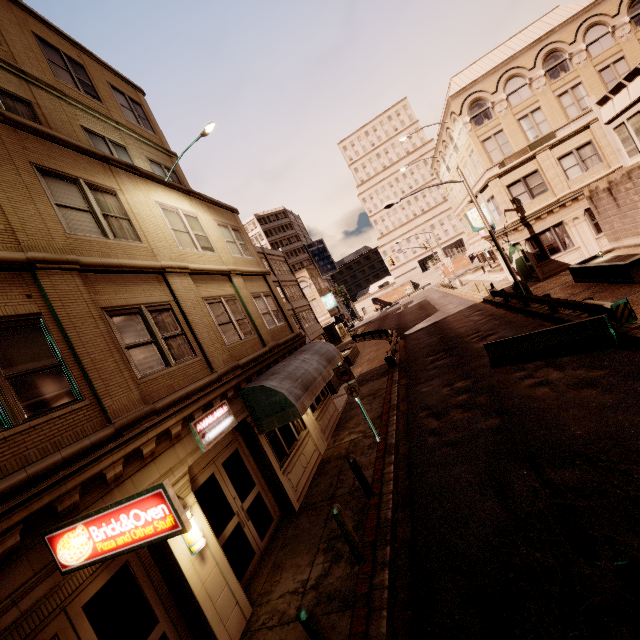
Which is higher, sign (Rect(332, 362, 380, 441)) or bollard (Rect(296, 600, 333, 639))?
sign (Rect(332, 362, 380, 441))

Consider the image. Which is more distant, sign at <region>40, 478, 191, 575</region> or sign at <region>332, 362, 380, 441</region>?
sign at <region>332, 362, 380, 441</region>

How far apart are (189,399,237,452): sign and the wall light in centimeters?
121cm

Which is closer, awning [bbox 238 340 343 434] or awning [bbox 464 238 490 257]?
awning [bbox 238 340 343 434]

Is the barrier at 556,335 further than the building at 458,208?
No

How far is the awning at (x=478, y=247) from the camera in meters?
38.9

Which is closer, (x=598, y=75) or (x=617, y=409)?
(x=617, y=409)

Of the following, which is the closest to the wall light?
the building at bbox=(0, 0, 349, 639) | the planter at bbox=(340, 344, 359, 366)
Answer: the building at bbox=(0, 0, 349, 639)
